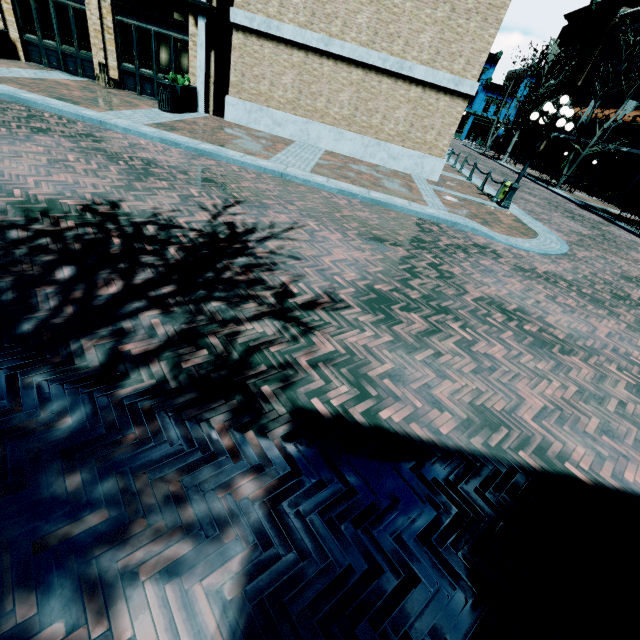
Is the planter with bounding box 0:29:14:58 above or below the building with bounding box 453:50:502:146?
below

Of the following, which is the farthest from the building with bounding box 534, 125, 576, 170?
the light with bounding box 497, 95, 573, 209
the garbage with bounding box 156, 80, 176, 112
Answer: the light with bounding box 497, 95, 573, 209

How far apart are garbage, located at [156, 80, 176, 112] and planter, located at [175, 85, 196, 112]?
0.1m

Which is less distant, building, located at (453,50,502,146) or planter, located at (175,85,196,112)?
planter, located at (175,85,196,112)

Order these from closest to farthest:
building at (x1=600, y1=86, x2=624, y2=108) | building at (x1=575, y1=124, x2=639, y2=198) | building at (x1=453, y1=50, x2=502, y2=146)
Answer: building at (x1=575, y1=124, x2=639, y2=198)
building at (x1=600, y1=86, x2=624, y2=108)
building at (x1=453, y1=50, x2=502, y2=146)

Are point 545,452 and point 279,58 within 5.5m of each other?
no

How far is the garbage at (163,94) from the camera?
11.1m

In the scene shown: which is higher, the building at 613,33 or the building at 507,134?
the building at 613,33
